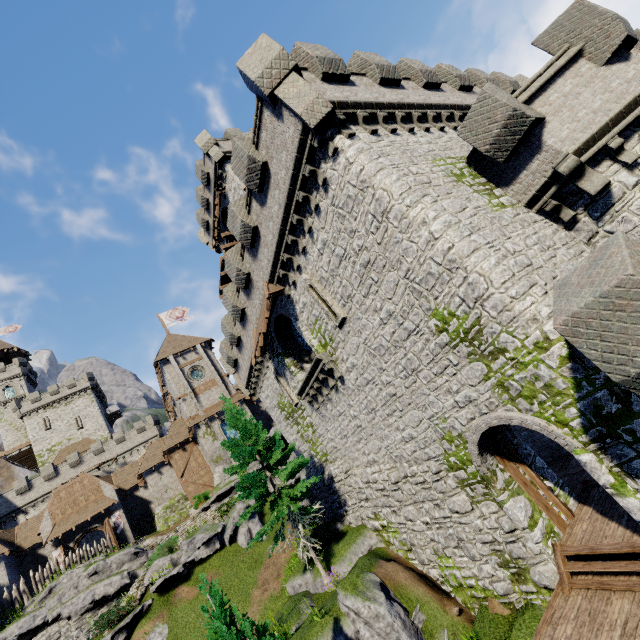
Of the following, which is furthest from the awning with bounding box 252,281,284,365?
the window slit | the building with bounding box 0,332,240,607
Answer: the building with bounding box 0,332,240,607

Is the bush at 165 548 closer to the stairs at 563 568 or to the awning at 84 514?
the awning at 84 514

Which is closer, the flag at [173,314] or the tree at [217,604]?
the tree at [217,604]

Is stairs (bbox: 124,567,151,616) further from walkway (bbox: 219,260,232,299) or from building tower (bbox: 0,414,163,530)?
building tower (bbox: 0,414,163,530)

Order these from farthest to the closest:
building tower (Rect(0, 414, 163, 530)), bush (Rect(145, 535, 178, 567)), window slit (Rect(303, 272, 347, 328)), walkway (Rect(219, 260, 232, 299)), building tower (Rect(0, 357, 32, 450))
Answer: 1. building tower (Rect(0, 357, 32, 450))
2. building tower (Rect(0, 414, 163, 530))
3. walkway (Rect(219, 260, 232, 299))
4. bush (Rect(145, 535, 178, 567))
5. window slit (Rect(303, 272, 347, 328))

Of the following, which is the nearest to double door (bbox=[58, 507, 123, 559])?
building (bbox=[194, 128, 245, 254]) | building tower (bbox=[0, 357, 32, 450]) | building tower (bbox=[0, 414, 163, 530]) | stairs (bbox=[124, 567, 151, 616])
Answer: stairs (bbox=[124, 567, 151, 616])

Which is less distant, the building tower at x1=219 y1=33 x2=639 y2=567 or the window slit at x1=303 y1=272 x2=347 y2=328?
the building tower at x1=219 y1=33 x2=639 y2=567

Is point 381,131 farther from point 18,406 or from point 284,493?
point 18,406
